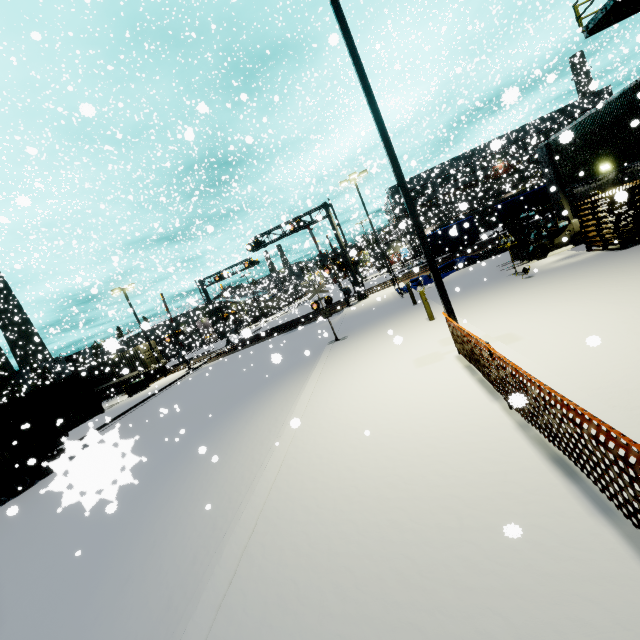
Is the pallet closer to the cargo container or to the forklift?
the forklift

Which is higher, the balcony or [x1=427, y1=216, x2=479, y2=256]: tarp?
the balcony

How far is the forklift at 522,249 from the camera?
14.6 meters

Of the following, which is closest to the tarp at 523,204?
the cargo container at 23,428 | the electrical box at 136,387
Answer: the cargo container at 23,428

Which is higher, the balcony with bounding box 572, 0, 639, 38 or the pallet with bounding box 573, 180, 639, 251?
the balcony with bounding box 572, 0, 639, 38

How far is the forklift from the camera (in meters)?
14.57

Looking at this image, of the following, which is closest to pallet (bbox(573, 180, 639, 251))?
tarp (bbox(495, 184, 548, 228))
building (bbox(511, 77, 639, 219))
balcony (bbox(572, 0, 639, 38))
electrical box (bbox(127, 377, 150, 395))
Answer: building (bbox(511, 77, 639, 219))

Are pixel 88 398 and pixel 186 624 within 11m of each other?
no
